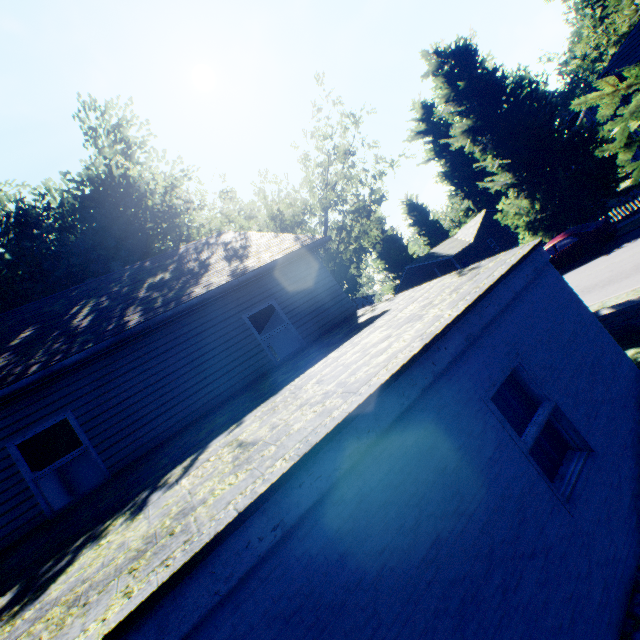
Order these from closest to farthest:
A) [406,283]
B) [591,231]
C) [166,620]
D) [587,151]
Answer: [166,620]
[591,231]
[587,151]
[406,283]

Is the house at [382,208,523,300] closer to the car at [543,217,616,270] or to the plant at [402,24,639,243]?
the plant at [402,24,639,243]

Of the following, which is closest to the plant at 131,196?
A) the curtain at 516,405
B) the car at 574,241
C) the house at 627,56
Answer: the house at 627,56

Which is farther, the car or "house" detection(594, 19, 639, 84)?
"house" detection(594, 19, 639, 84)

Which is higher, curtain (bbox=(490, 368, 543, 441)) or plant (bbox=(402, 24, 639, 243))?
plant (bbox=(402, 24, 639, 243))

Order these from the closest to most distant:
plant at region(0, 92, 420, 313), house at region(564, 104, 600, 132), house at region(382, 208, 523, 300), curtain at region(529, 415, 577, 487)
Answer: curtain at region(529, 415, 577, 487) → plant at region(0, 92, 420, 313) → house at region(564, 104, 600, 132) → house at region(382, 208, 523, 300)

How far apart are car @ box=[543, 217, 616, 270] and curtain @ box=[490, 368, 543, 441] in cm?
1630

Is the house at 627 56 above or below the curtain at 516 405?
above
